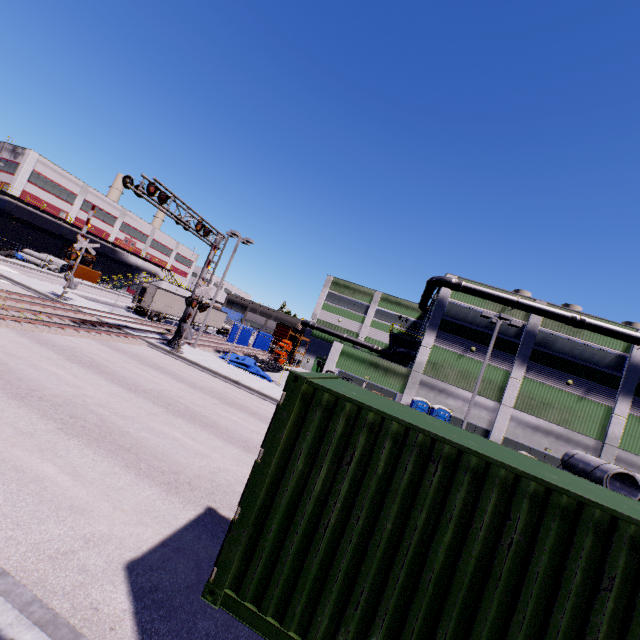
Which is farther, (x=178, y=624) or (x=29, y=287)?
(x=29, y=287)

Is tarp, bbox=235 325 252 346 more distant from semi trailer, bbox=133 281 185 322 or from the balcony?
the balcony

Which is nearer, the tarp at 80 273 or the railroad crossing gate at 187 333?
the railroad crossing gate at 187 333

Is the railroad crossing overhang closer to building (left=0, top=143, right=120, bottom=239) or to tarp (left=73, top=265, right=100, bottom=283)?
building (left=0, top=143, right=120, bottom=239)

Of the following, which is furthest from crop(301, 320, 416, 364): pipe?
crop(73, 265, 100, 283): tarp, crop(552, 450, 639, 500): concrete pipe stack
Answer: crop(73, 265, 100, 283): tarp

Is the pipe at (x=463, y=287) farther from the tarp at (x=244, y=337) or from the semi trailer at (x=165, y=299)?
the tarp at (x=244, y=337)

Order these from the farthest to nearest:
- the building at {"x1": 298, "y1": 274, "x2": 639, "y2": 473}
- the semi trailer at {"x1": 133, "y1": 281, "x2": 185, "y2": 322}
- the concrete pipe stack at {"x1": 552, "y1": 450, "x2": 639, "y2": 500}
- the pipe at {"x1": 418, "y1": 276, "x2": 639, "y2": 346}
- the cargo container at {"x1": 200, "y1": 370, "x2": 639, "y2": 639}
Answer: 1. the semi trailer at {"x1": 133, "y1": 281, "x2": 185, "y2": 322}
2. the building at {"x1": 298, "y1": 274, "x2": 639, "y2": 473}
3. the pipe at {"x1": 418, "y1": 276, "x2": 639, "y2": 346}
4. the concrete pipe stack at {"x1": 552, "y1": 450, "x2": 639, "y2": 500}
5. the cargo container at {"x1": 200, "y1": 370, "x2": 639, "y2": 639}

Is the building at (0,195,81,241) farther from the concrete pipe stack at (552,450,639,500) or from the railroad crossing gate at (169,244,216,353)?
the railroad crossing gate at (169,244,216,353)
